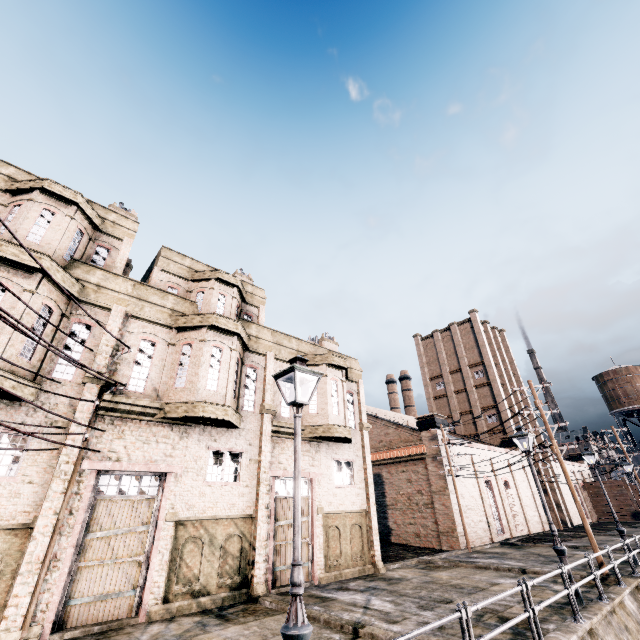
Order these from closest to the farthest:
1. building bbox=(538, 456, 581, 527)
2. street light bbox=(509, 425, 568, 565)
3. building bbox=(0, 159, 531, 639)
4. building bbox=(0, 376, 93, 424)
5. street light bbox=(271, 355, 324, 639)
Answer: street light bbox=(271, 355, 324, 639) → building bbox=(0, 376, 93, 424) → building bbox=(0, 159, 531, 639) → street light bbox=(509, 425, 568, 565) → building bbox=(538, 456, 581, 527)

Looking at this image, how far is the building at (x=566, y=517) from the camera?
40.6 meters

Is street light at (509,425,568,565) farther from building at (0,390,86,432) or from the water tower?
the water tower

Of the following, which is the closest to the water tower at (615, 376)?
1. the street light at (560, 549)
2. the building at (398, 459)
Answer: the building at (398, 459)

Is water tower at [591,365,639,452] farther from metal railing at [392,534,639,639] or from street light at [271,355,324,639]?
street light at [271,355,324,639]

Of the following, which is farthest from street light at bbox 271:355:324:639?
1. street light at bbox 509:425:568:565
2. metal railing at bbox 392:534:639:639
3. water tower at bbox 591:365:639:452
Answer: water tower at bbox 591:365:639:452

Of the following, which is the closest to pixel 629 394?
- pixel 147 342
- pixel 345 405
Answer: pixel 345 405

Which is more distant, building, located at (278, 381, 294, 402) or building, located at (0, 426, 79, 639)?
building, located at (278, 381, 294, 402)
